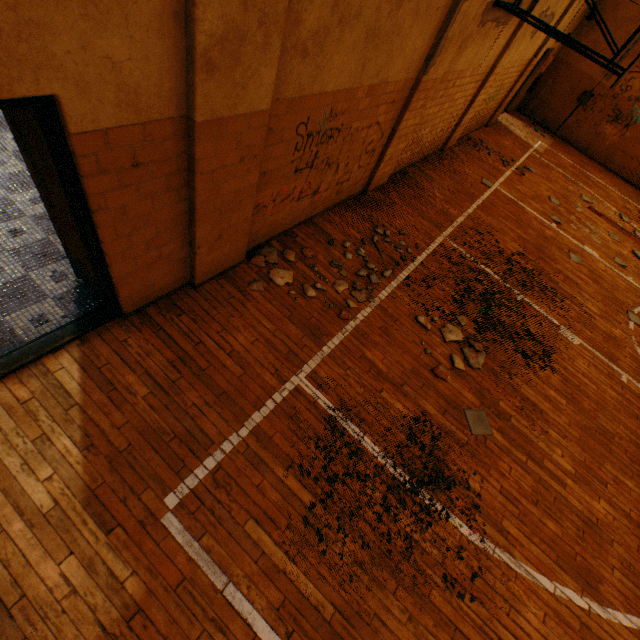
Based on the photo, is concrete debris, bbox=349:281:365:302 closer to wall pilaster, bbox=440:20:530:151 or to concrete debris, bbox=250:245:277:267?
concrete debris, bbox=250:245:277:267

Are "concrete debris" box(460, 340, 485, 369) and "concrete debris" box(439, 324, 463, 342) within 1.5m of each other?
yes

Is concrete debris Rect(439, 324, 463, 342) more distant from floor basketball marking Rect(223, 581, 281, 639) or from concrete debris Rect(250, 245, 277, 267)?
concrete debris Rect(250, 245, 277, 267)

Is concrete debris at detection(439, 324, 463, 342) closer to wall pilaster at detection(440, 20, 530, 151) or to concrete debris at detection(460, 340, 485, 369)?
concrete debris at detection(460, 340, 485, 369)

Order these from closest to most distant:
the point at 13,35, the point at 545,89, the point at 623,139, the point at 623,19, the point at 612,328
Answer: the point at 13,35
the point at 612,328
the point at 623,19
the point at 623,139
the point at 545,89

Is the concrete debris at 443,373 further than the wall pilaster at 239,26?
Yes

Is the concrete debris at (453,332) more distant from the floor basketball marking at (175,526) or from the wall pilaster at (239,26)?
the wall pilaster at (239,26)

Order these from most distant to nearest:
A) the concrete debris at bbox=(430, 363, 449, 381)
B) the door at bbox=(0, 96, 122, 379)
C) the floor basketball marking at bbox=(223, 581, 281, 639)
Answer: the concrete debris at bbox=(430, 363, 449, 381), the floor basketball marking at bbox=(223, 581, 281, 639), the door at bbox=(0, 96, 122, 379)
